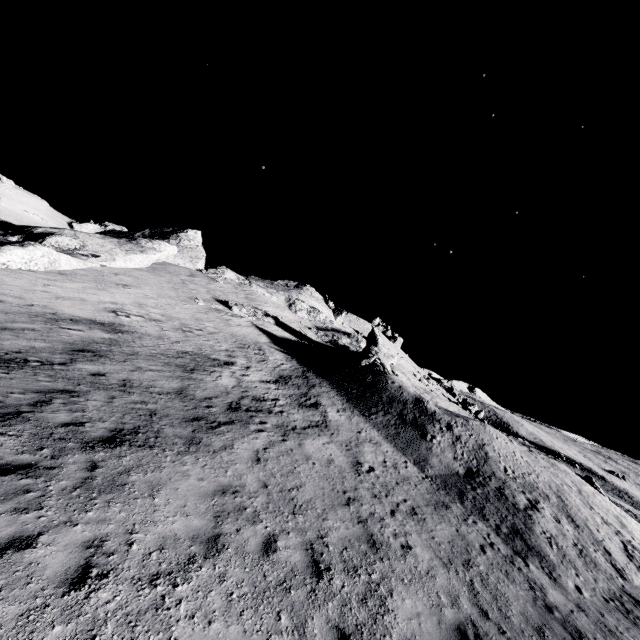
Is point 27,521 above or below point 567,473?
below
